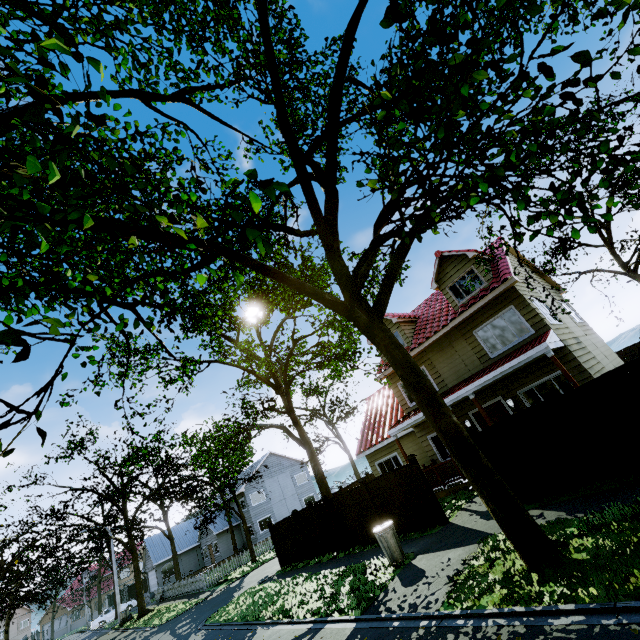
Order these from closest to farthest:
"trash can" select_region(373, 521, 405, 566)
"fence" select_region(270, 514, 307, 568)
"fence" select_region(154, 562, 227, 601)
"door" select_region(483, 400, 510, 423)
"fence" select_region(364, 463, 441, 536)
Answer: "trash can" select_region(373, 521, 405, 566)
"fence" select_region(364, 463, 441, 536)
"door" select_region(483, 400, 510, 423)
"fence" select_region(270, 514, 307, 568)
"fence" select_region(154, 562, 227, 601)

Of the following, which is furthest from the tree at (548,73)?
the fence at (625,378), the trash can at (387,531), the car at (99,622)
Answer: the trash can at (387,531)

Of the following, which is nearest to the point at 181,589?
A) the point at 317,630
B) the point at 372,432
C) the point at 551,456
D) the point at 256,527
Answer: the point at 256,527

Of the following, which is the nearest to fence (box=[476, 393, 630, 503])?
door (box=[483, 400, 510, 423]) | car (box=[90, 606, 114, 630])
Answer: door (box=[483, 400, 510, 423])

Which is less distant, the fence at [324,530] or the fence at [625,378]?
the fence at [625,378]

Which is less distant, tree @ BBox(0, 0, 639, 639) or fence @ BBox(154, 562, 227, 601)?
tree @ BBox(0, 0, 639, 639)

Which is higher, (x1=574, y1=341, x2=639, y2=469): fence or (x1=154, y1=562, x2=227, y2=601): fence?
(x1=574, y1=341, x2=639, y2=469): fence

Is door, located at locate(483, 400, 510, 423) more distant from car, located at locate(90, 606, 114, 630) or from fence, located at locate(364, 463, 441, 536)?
car, located at locate(90, 606, 114, 630)
